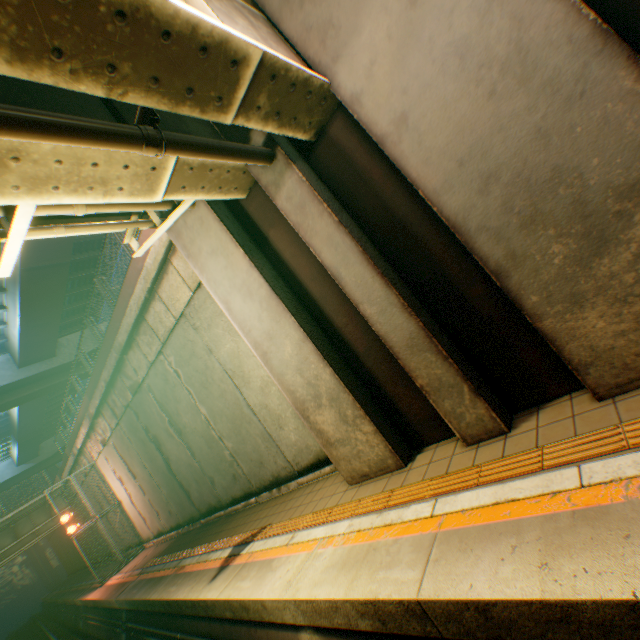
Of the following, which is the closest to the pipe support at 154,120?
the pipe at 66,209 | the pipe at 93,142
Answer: the pipe at 93,142

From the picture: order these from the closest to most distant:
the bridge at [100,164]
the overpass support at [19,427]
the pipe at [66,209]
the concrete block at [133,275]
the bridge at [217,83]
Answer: the bridge at [217,83] < the bridge at [100,164] < the pipe at [66,209] < the concrete block at [133,275] < the overpass support at [19,427]

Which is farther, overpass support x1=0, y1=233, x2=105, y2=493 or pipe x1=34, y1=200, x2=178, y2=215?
overpass support x1=0, y1=233, x2=105, y2=493

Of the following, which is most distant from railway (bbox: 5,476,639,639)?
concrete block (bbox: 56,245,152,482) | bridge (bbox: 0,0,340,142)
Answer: concrete block (bbox: 56,245,152,482)

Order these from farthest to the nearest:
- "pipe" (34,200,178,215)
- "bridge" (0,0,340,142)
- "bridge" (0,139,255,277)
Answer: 1. "pipe" (34,200,178,215)
2. "bridge" (0,139,255,277)
3. "bridge" (0,0,340,142)

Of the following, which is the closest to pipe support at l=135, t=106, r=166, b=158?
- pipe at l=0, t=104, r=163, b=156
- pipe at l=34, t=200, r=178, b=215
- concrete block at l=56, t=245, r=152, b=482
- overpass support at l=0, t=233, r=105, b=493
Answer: pipe at l=0, t=104, r=163, b=156

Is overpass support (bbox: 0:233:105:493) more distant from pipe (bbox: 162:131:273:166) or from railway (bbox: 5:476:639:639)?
railway (bbox: 5:476:639:639)

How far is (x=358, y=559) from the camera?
3.4 meters
